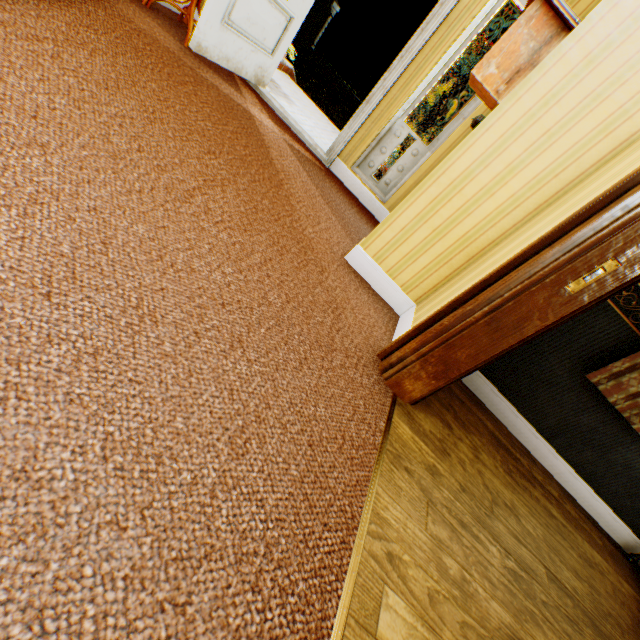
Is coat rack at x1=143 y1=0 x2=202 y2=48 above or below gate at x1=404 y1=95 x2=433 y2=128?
below

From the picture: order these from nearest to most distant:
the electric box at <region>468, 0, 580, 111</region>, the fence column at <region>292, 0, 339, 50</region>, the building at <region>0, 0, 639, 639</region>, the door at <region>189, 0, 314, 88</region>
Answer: the building at <region>0, 0, 639, 639</region>, the electric box at <region>468, 0, 580, 111</region>, the door at <region>189, 0, 314, 88</region>, the fence column at <region>292, 0, 339, 50</region>

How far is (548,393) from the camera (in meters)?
2.49

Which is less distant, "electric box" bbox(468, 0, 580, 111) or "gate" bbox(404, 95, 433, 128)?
"electric box" bbox(468, 0, 580, 111)

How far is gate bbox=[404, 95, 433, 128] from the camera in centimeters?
1333cm

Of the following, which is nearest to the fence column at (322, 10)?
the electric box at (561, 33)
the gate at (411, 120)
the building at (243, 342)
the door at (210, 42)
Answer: the gate at (411, 120)

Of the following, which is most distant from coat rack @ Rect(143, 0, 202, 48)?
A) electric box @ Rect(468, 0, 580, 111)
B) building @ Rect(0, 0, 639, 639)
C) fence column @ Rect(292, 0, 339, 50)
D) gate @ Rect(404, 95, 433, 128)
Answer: fence column @ Rect(292, 0, 339, 50)

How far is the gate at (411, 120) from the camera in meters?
13.3
